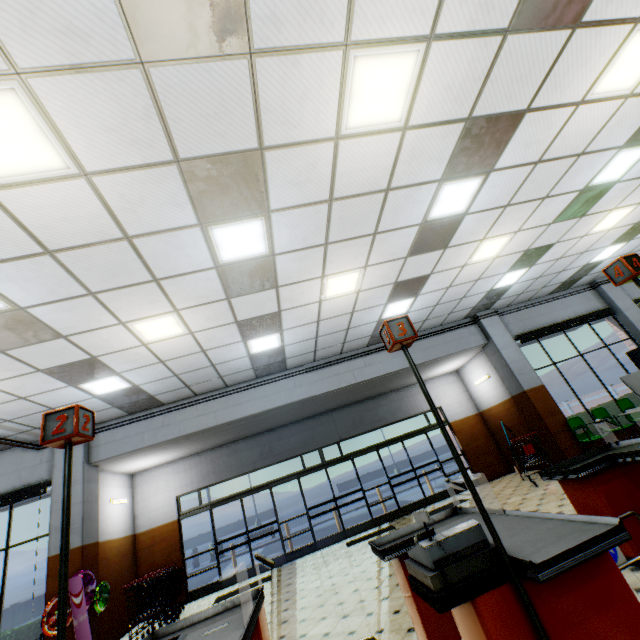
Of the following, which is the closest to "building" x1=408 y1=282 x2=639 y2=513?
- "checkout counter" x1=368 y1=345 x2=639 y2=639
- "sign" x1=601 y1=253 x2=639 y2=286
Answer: "checkout counter" x1=368 y1=345 x2=639 y2=639

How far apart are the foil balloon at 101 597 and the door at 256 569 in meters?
3.5 m

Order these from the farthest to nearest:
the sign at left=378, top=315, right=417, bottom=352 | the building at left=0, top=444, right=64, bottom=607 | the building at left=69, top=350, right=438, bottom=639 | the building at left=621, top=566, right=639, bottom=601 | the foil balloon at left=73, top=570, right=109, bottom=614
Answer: the building at left=0, top=444, right=64, bottom=607 < the foil balloon at left=73, top=570, right=109, bottom=614 < the building at left=69, top=350, right=438, bottom=639 < the building at left=621, top=566, right=639, bottom=601 < the sign at left=378, top=315, right=417, bottom=352

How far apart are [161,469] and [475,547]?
11.7m

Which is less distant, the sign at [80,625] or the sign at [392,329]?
the sign at [392,329]

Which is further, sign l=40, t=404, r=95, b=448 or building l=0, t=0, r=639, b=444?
building l=0, t=0, r=639, b=444

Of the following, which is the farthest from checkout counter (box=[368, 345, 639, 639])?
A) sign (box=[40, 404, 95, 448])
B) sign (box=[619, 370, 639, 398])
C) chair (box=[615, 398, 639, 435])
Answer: chair (box=[615, 398, 639, 435])

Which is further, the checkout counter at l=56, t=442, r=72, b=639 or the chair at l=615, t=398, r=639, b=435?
the chair at l=615, t=398, r=639, b=435
